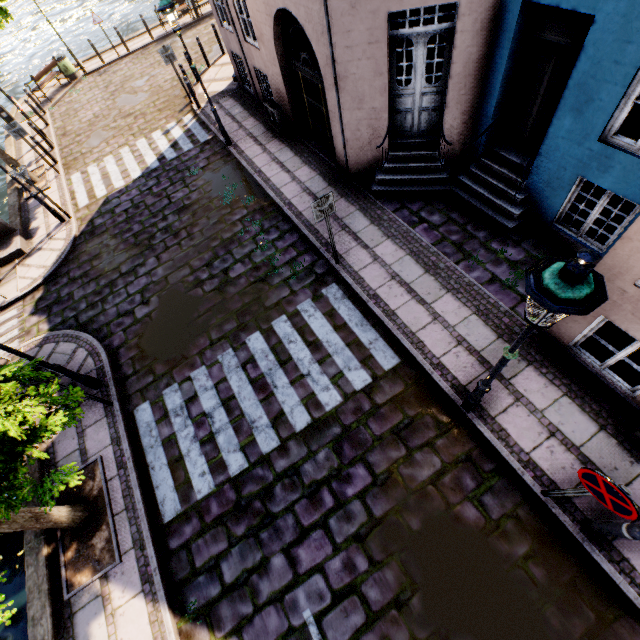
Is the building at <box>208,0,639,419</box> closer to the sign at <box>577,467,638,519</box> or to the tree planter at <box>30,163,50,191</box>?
the sign at <box>577,467,638,519</box>

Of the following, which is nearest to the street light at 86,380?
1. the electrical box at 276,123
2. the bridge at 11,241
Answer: the bridge at 11,241

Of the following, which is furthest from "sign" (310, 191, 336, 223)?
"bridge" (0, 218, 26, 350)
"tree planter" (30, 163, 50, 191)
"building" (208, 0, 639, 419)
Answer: "tree planter" (30, 163, 50, 191)

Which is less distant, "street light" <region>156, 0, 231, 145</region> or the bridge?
"street light" <region>156, 0, 231, 145</region>

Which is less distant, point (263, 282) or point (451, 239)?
point (451, 239)

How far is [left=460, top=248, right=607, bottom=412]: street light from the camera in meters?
2.2

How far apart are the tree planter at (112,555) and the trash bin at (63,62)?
20.74m

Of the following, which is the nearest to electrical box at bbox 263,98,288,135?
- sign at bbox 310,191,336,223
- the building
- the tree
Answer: the building
